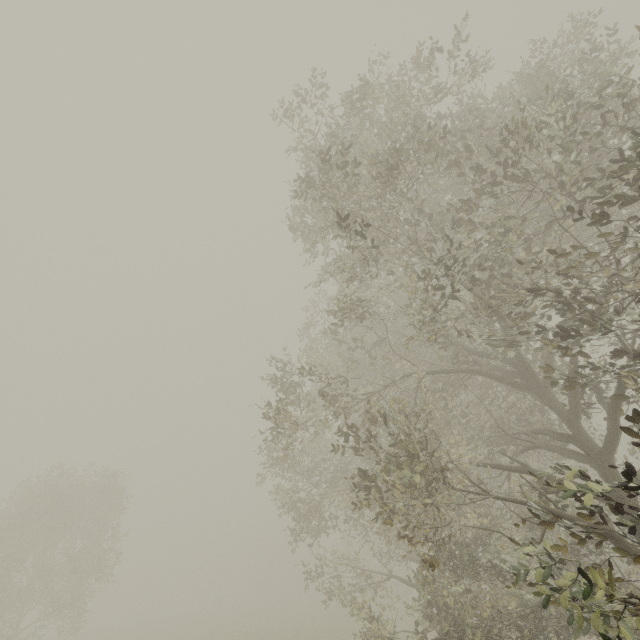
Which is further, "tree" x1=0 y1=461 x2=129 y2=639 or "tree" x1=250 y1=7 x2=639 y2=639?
"tree" x1=0 y1=461 x2=129 y2=639

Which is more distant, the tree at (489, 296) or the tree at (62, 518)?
the tree at (62, 518)

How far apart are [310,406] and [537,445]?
6.90m
